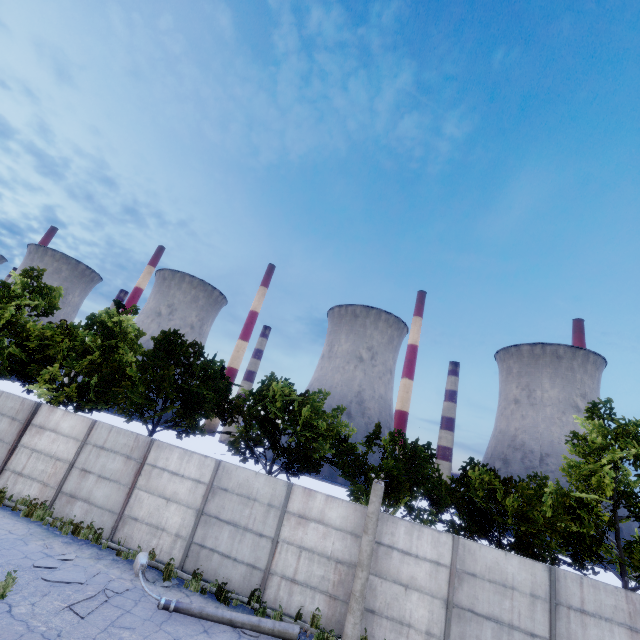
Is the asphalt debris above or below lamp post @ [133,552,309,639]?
below

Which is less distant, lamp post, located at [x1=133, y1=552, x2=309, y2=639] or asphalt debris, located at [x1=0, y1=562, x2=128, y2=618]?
asphalt debris, located at [x1=0, y1=562, x2=128, y2=618]

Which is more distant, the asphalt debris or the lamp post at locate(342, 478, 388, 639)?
the lamp post at locate(342, 478, 388, 639)

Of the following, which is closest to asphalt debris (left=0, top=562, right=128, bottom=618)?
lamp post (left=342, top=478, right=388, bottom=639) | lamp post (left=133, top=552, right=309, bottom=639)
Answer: lamp post (left=133, top=552, right=309, bottom=639)

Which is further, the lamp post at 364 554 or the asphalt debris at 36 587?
the lamp post at 364 554

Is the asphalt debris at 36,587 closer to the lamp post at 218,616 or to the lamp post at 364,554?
the lamp post at 218,616

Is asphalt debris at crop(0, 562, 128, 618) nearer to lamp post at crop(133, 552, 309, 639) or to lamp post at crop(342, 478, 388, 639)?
lamp post at crop(133, 552, 309, 639)

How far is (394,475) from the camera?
13.56m
